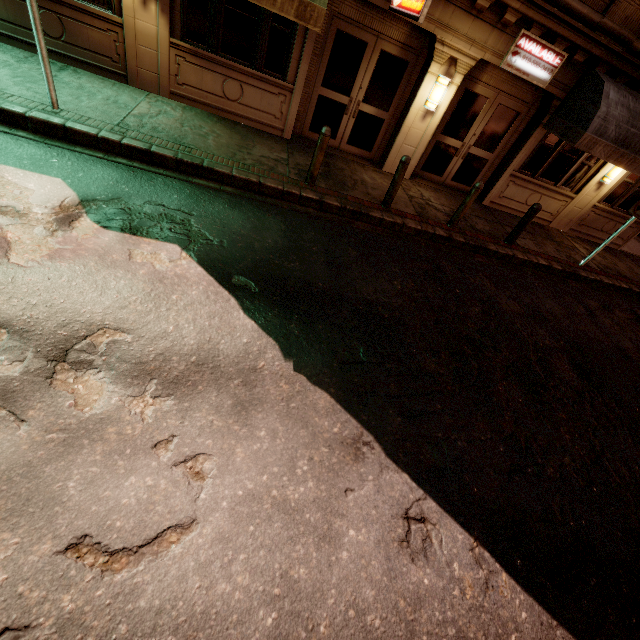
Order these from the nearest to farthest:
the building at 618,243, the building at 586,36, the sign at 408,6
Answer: the sign at 408,6, the building at 586,36, the building at 618,243

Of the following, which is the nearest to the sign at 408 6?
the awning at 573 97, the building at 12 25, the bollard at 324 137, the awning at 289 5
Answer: the building at 12 25

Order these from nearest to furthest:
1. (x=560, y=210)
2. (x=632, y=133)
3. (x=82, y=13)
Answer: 1. (x=82, y=13)
2. (x=632, y=133)
3. (x=560, y=210)

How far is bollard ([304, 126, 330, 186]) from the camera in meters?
6.6

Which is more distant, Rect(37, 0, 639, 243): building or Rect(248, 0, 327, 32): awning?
Rect(37, 0, 639, 243): building

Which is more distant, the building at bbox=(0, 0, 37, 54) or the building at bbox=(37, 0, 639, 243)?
the building at bbox=(37, 0, 639, 243)

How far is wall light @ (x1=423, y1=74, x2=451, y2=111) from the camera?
8.2m

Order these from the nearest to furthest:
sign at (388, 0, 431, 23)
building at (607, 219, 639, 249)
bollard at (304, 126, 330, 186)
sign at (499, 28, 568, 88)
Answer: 1. sign at (388, 0, 431, 23)
2. bollard at (304, 126, 330, 186)
3. sign at (499, 28, 568, 88)
4. building at (607, 219, 639, 249)
